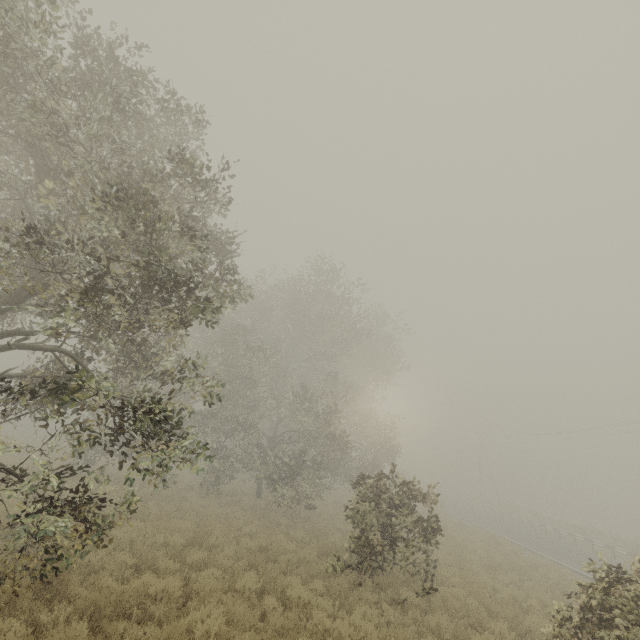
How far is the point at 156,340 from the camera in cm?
1048

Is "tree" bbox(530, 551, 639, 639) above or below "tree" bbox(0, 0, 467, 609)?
below

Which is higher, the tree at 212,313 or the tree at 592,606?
the tree at 212,313

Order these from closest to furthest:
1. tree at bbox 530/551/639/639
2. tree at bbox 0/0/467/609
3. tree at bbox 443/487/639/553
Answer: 1. tree at bbox 0/0/467/609
2. tree at bbox 530/551/639/639
3. tree at bbox 443/487/639/553

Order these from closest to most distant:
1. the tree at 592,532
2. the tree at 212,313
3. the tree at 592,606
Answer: the tree at 212,313 < the tree at 592,606 < the tree at 592,532

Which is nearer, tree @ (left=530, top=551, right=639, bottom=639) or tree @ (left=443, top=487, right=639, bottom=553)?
tree @ (left=530, top=551, right=639, bottom=639)

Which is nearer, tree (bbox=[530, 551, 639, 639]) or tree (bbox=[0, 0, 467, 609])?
tree (bbox=[0, 0, 467, 609])
